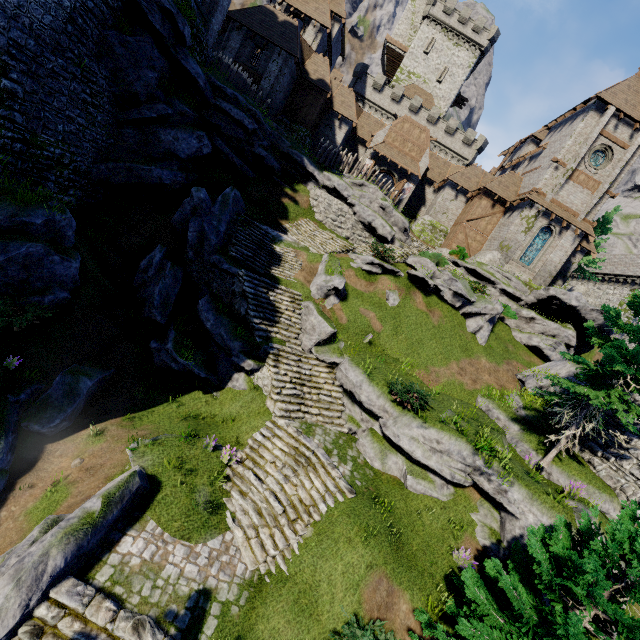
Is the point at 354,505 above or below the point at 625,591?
below

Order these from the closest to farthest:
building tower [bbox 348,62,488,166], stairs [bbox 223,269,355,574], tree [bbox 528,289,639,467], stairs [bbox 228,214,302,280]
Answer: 1. stairs [bbox 223,269,355,574]
2. tree [bbox 528,289,639,467]
3. stairs [bbox 228,214,302,280]
4. building tower [bbox 348,62,488,166]

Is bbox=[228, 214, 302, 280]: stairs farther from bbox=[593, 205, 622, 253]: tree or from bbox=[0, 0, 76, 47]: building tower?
bbox=[0, 0, 76, 47]: building tower

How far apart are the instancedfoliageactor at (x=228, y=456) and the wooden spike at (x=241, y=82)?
24.7m

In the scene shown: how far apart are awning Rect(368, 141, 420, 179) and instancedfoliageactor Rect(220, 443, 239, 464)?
31.63m

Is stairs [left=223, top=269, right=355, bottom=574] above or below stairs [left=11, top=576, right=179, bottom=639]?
above

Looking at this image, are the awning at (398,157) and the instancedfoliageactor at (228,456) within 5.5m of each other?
no

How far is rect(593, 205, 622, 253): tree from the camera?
33.25m
